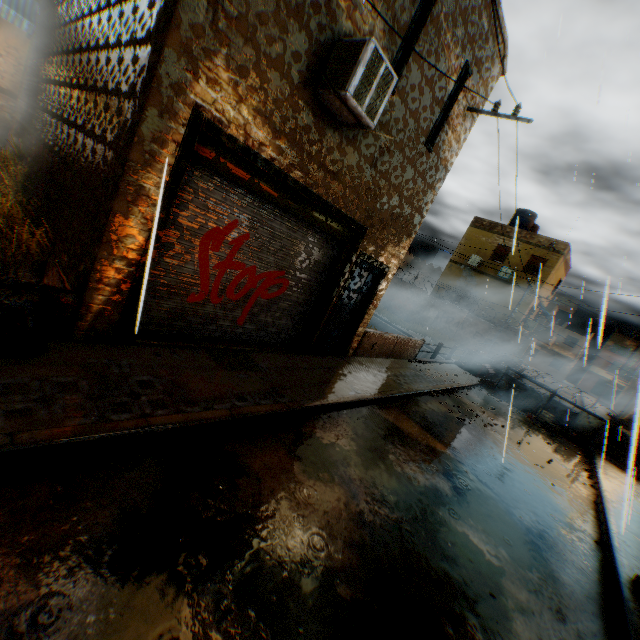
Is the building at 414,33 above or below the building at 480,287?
above

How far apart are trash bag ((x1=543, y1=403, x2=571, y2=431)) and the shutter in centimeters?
1cm

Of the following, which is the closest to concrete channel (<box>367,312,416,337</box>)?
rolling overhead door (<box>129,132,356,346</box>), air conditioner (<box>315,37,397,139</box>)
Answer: rolling overhead door (<box>129,132,356,346</box>)

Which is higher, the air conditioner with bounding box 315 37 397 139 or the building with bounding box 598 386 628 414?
the air conditioner with bounding box 315 37 397 139

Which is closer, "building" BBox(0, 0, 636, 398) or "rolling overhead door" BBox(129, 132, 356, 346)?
"building" BBox(0, 0, 636, 398)

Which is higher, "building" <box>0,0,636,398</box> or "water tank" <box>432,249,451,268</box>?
"water tank" <box>432,249,451,268</box>

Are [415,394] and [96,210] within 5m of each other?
no

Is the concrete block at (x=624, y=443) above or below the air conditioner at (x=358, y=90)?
below
